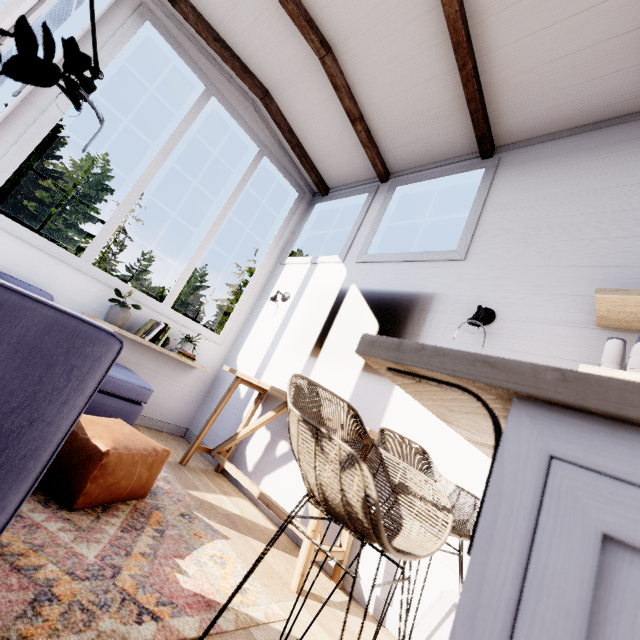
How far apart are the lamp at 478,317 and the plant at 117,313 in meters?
3.0 m

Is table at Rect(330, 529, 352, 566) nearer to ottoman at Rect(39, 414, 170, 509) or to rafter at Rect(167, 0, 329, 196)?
ottoman at Rect(39, 414, 170, 509)

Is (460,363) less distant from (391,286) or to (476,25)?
(391,286)

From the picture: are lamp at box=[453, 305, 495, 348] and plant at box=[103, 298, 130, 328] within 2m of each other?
no

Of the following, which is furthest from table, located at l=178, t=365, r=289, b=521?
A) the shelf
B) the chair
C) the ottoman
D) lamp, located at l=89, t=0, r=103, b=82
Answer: lamp, located at l=89, t=0, r=103, b=82

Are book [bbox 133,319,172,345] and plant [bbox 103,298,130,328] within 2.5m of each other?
yes

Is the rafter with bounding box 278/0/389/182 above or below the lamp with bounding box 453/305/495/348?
above

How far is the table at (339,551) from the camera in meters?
2.0 m
